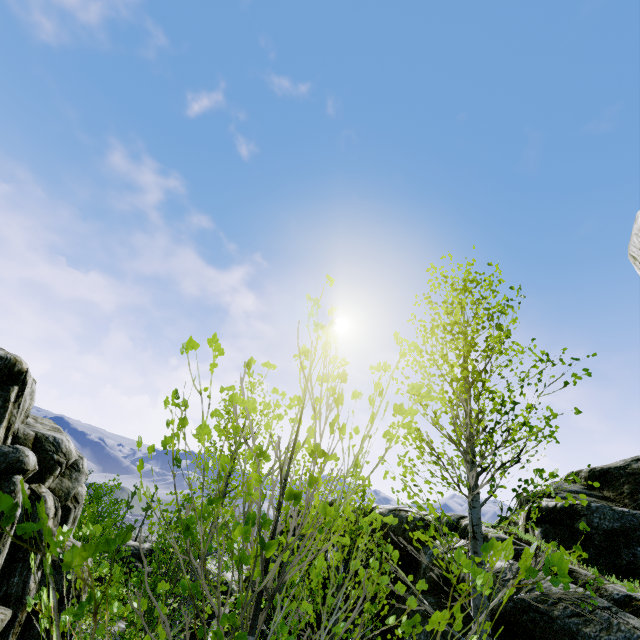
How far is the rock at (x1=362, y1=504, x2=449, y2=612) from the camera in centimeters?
662cm

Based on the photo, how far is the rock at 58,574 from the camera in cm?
1443

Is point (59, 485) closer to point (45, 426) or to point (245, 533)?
point (45, 426)

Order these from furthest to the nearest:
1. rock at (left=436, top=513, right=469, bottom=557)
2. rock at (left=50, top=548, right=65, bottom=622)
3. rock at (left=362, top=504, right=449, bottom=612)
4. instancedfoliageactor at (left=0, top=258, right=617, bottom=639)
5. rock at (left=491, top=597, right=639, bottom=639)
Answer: rock at (left=50, top=548, right=65, bottom=622) → rock at (left=436, top=513, right=469, bottom=557) → rock at (left=362, top=504, right=449, bottom=612) → rock at (left=491, top=597, right=639, bottom=639) → instancedfoliageactor at (left=0, top=258, right=617, bottom=639)

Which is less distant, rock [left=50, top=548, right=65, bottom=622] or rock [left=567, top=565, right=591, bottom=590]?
rock [left=567, top=565, right=591, bottom=590]

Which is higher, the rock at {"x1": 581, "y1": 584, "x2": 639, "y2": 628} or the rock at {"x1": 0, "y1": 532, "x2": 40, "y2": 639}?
the rock at {"x1": 581, "y1": 584, "x2": 639, "y2": 628}
